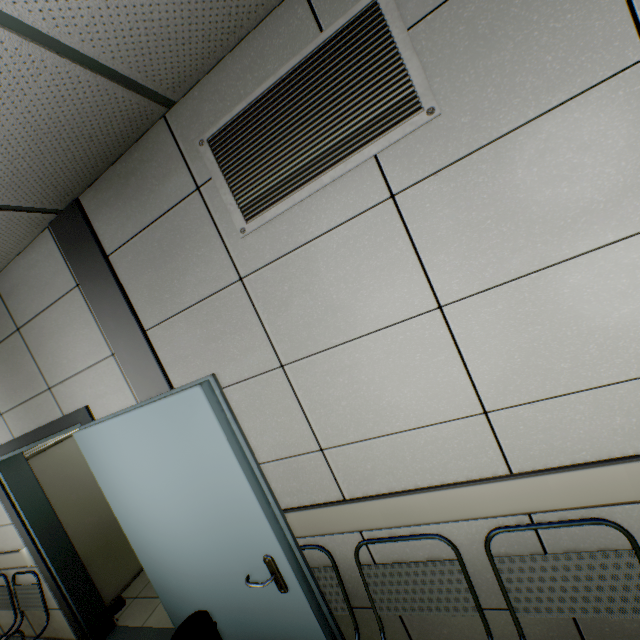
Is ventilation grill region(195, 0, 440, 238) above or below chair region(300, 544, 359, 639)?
above

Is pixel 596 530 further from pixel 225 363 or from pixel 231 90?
pixel 231 90

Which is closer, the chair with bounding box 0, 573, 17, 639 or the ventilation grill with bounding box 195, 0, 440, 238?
the ventilation grill with bounding box 195, 0, 440, 238

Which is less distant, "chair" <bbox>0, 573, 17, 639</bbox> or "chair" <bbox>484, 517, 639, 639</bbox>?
"chair" <bbox>484, 517, 639, 639</bbox>

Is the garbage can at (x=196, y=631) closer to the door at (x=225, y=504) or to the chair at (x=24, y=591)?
Answer: the door at (x=225, y=504)

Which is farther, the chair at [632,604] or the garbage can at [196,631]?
the garbage can at [196,631]

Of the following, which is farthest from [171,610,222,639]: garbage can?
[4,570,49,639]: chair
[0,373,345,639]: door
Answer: [4,570,49,639]: chair

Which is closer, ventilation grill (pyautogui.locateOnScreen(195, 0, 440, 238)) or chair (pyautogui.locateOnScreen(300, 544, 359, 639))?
ventilation grill (pyautogui.locateOnScreen(195, 0, 440, 238))
